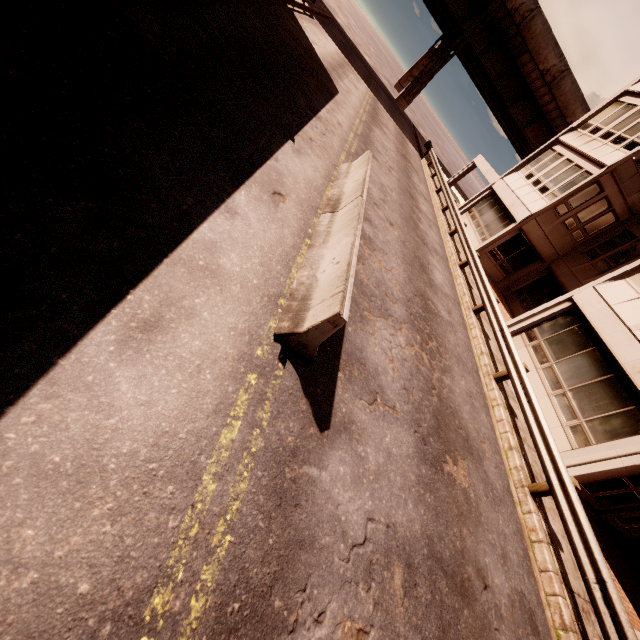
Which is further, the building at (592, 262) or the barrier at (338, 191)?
the building at (592, 262)

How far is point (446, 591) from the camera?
4.3 meters

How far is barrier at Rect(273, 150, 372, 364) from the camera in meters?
4.1 m

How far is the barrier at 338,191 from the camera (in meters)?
4.14

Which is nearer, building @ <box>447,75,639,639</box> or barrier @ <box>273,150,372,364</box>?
barrier @ <box>273,150,372,364</box>
